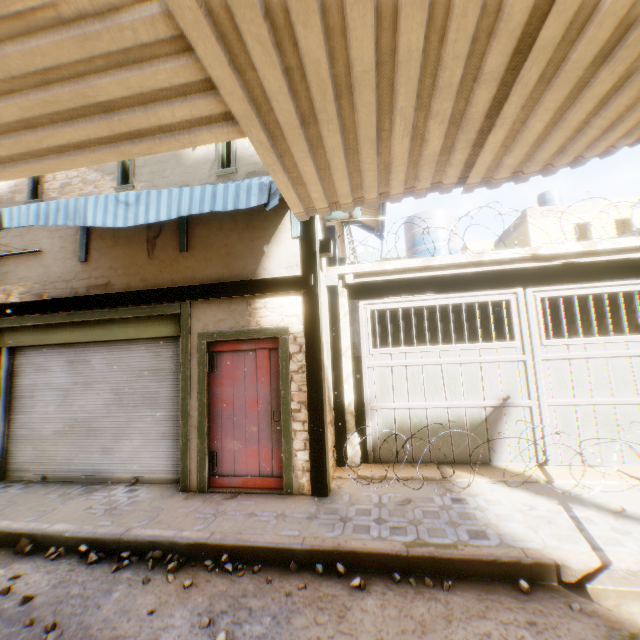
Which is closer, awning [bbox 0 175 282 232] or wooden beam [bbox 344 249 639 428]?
awning [bbox 0 175 282 232]

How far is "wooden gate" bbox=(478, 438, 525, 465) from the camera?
5.45m

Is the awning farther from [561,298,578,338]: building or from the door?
the door

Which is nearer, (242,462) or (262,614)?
(262,614)

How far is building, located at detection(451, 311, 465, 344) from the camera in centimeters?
1110cm

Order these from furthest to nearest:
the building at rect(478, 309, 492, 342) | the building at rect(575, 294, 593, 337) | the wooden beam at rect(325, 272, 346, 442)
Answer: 1. the building at rect(478, 309, 492, 342)
2. the building at rect(575, 294, 593, 337)
3. the wooden beam at rect(325, 272, 346, 442)

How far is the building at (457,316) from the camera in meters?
11.1 m

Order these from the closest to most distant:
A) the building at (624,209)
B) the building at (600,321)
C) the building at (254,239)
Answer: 1. the building at (254,239)
2. the building at (600,321)
3. the building at (624,209)
